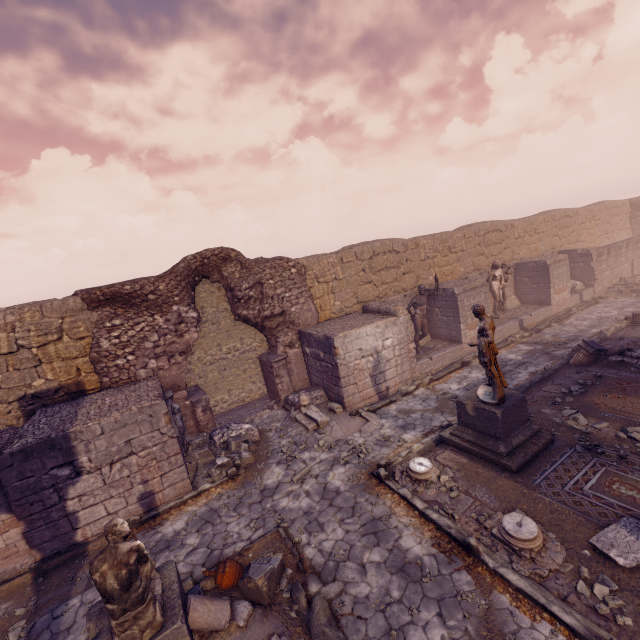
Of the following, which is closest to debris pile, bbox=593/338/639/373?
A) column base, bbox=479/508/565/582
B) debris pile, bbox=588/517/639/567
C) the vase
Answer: debris pile, bbox=588/517/639/567

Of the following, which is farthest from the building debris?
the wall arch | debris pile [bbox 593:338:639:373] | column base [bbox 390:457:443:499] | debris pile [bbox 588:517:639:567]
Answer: debris pile [bbox 593:338:639:373]

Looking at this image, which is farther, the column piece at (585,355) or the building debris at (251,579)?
the column piece at (585,355)

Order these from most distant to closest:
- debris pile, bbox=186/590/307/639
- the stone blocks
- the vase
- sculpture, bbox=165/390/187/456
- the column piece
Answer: the stone blocks → the column piece → sculpture, bbox=165/390/187/456 → the vase → debris pile, bbox=186/590/307/639

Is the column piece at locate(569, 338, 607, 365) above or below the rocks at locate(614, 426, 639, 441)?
above

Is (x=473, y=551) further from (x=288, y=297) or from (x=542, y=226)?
(x=542, y=226)

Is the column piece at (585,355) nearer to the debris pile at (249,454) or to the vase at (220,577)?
the debris pile at (249,454)

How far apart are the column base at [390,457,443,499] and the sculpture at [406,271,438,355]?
5.7 meters
